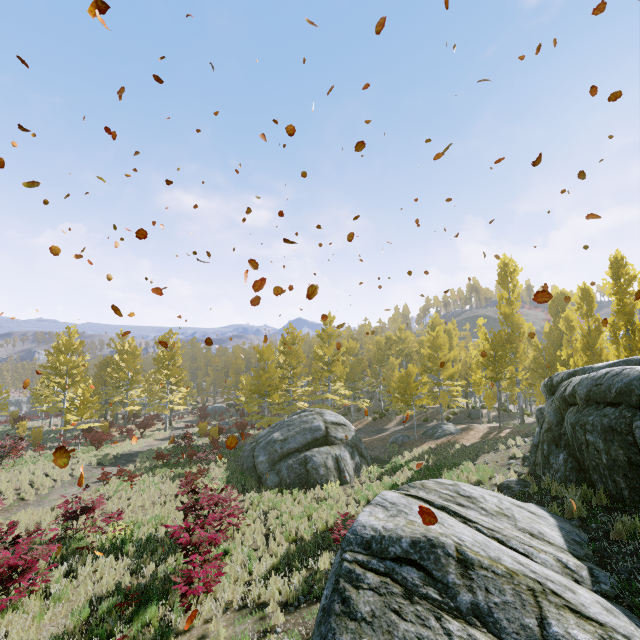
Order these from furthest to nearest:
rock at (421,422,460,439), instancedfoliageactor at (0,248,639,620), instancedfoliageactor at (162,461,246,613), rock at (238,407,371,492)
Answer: rock at (421,422,460,439) → rock at (238,407,371,492) → instancedfoliageactor at (0,248,639,620) → instancedfoliageactor at (162,461,246,613)

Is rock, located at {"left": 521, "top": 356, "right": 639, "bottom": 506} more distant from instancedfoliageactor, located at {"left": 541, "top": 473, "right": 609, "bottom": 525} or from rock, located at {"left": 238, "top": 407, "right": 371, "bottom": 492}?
rock, located at {"left": 238, "top": 407, "right": 371, "bottom": 492}

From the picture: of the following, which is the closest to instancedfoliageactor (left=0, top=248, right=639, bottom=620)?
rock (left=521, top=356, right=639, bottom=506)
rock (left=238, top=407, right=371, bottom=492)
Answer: rock (left=521, top=356, right=639, bottom=506)

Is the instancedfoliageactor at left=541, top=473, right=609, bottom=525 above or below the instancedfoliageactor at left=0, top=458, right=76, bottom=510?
above

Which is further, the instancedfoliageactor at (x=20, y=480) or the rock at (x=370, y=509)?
the instancedfoliageactor at (x=20, y=480)

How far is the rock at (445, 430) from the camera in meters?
23.4

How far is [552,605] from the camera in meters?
3.9

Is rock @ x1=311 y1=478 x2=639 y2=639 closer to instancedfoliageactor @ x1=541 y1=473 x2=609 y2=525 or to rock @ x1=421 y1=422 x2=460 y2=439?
instancedfoliageactor @ x1=541 y1=473 x2=609 y2=525
